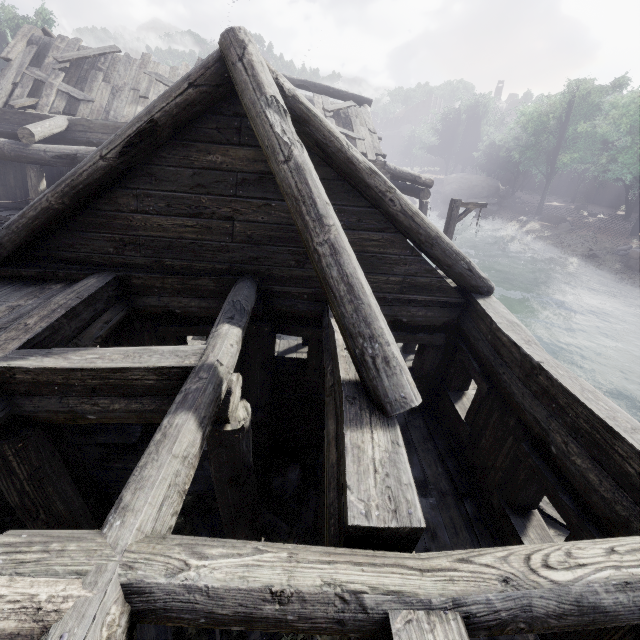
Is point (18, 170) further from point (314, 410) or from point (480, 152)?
point (480, 152)

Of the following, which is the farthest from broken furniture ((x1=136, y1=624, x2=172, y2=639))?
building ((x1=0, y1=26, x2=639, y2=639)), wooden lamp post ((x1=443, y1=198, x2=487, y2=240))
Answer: wooden lamp post ((x1=443, y1=198, x2=487, y2=240))

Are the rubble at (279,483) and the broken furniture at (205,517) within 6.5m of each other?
yes

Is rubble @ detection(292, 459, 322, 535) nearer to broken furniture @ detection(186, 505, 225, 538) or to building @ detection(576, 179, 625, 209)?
building @ detection(576, 179, 625, 209)

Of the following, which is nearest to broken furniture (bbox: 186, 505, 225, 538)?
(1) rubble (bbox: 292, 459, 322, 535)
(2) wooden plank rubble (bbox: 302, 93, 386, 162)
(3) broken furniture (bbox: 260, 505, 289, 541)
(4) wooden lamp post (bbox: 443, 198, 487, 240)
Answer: (3) broken furniture (bbox: 260, 505, 289, 541)

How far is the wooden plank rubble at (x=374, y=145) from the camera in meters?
13.5

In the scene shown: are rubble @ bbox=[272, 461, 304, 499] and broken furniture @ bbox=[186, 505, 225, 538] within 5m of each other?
yes

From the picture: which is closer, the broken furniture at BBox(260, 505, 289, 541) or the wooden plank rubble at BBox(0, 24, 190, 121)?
the broken furniture at BBox(260, 505, 289, 541)
